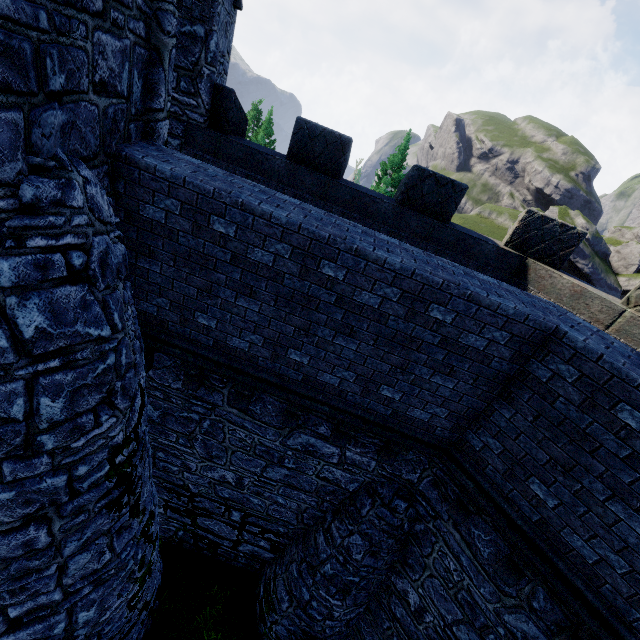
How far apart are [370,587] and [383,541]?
1.4 meters
